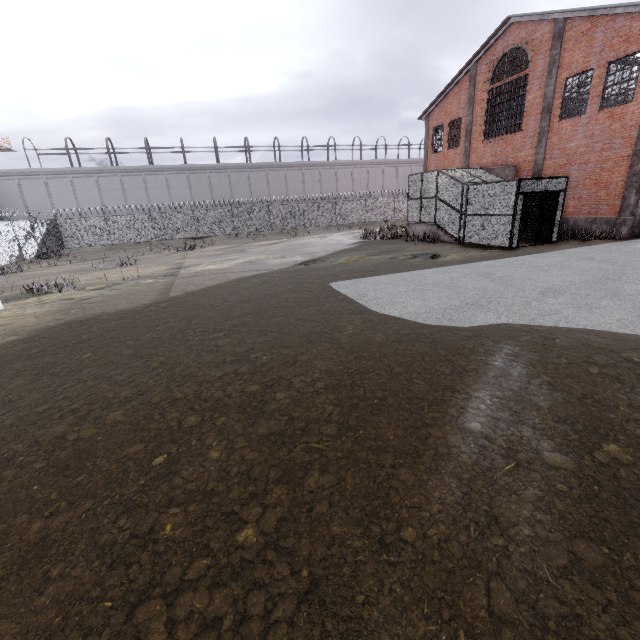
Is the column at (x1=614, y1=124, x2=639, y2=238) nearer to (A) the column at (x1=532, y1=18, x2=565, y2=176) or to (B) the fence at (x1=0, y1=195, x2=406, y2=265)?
(A) the column at (x1=532, y1=18, x2=565, y2=176)

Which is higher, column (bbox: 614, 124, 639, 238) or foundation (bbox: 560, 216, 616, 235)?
column (bbox: 614, 124, 639, 238)

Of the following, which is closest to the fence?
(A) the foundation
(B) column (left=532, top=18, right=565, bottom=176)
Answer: (B) column (left=532, top=18, right=565, bottom=176)

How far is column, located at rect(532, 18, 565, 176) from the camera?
16.9 meters

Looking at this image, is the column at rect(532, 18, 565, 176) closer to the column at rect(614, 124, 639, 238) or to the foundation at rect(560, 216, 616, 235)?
the foundation at rect(560, 216, 616, 235)

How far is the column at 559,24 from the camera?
16.9 meters

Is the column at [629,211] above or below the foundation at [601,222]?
above

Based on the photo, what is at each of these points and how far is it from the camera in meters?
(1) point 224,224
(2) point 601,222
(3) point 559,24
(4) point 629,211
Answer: (1) fence, 34.7 m
(2) foundation, 16.5 m
(3) column, 16.8 m
(4) column, 15.4 m
